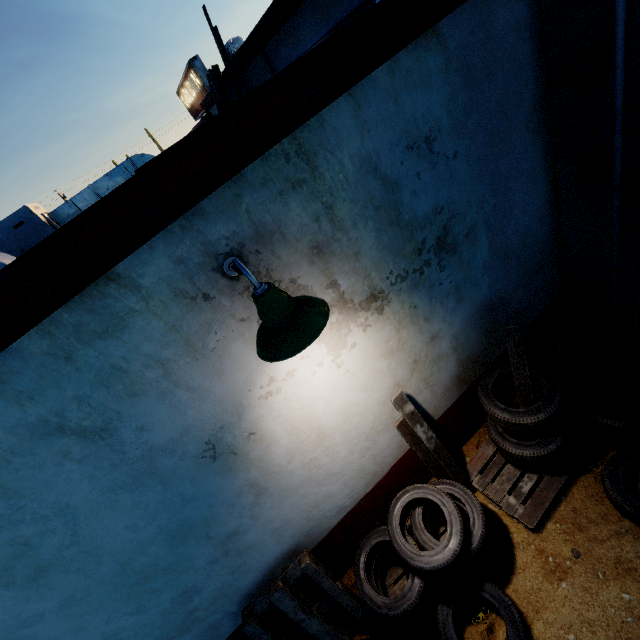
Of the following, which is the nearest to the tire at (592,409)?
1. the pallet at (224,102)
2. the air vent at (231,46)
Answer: the pallet at (224,102)

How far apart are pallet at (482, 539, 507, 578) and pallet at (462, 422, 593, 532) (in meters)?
0.34

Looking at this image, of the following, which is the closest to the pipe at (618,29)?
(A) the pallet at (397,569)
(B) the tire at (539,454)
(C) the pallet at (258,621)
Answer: (B) the tire at (539,454)

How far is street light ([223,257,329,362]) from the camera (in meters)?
1.53

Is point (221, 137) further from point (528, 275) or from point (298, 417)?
point (528, 275)

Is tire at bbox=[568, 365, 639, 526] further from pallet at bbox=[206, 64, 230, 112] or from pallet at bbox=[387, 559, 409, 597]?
pallet at bbox=[206, 64, 230, 112]

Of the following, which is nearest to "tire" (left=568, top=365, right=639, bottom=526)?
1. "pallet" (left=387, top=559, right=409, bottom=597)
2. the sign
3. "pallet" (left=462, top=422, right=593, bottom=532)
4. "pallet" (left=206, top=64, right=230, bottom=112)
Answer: "pallet" (left=462, top=422, right=593, bottom=532)

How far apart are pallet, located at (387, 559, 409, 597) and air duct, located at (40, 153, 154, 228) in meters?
8.3 m
